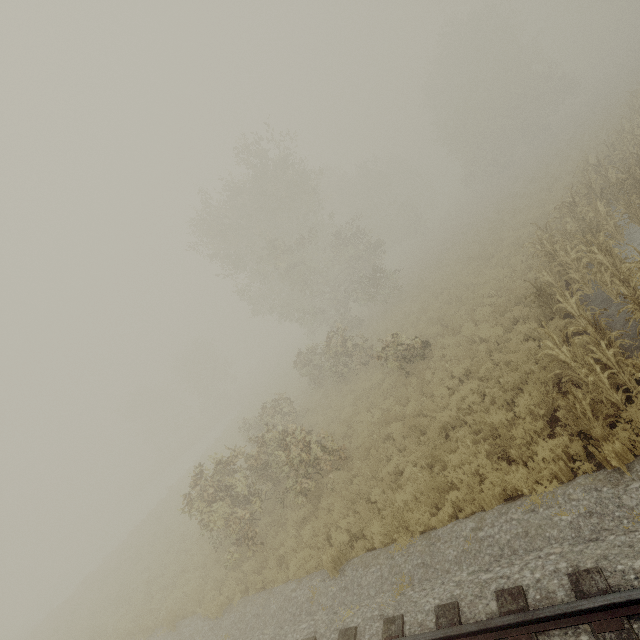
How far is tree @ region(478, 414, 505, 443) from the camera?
7.42m

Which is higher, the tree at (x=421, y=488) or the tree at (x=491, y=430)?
the tree at (x=421, y=488)

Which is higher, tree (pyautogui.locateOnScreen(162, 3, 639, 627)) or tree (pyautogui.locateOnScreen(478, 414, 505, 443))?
tree (pyautogui.locateOnScreen(162, 3, 639, 627))

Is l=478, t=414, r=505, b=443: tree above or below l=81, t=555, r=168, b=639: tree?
below

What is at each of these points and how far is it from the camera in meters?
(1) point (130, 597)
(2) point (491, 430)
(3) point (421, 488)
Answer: (1) tree, 15.4 m
(2) tree, 8.0 m
(3) tree, 8.0 m

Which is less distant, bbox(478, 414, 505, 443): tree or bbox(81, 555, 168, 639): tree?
bbox(478, 414, 505, 443): tree

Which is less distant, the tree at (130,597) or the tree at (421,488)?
the tree at (421,488)
